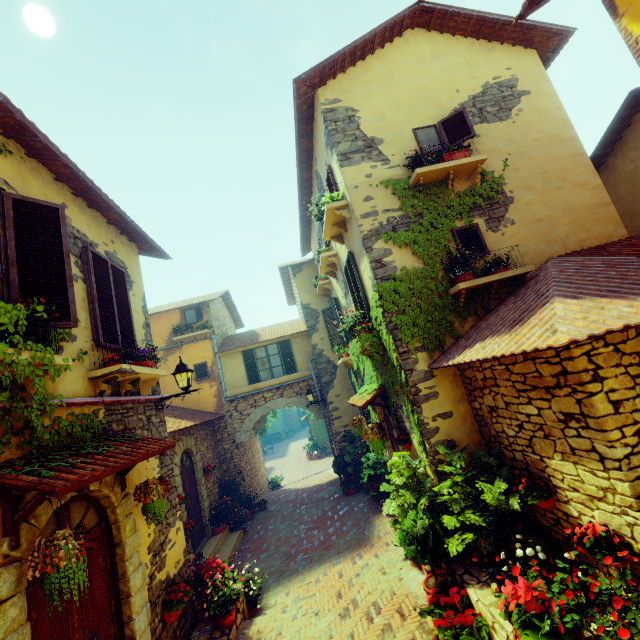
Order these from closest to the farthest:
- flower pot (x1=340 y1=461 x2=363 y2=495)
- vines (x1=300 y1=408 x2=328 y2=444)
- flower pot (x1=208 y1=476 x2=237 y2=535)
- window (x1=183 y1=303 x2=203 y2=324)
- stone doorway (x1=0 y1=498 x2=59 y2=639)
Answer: stone doorway (x1=0 y1=498 x2=59 y2=639) < flower pot (x1=208 y1=476 x2=237 y2=535) < flower pot (x1=340 y1=461 x2=363 y2=495) < window (x1=183 y1=303 x2=203 y2=324) < vines (x1=300 y1=408 x2=328 y2=444)

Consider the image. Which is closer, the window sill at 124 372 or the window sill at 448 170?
the window sill at 124 372

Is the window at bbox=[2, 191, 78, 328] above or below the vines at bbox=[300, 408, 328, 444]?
above

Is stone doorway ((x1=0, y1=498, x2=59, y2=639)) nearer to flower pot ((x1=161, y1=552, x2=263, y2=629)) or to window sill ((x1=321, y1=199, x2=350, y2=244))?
flower pot ((x1=161, y1=552, x2=263, y2=629))

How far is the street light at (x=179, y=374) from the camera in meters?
6.2

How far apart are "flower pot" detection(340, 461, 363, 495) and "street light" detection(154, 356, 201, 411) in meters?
7.8 m

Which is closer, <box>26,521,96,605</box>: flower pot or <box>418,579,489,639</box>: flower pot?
<box>26,521,96,605</box>: flower pot

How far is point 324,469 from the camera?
18.62m
